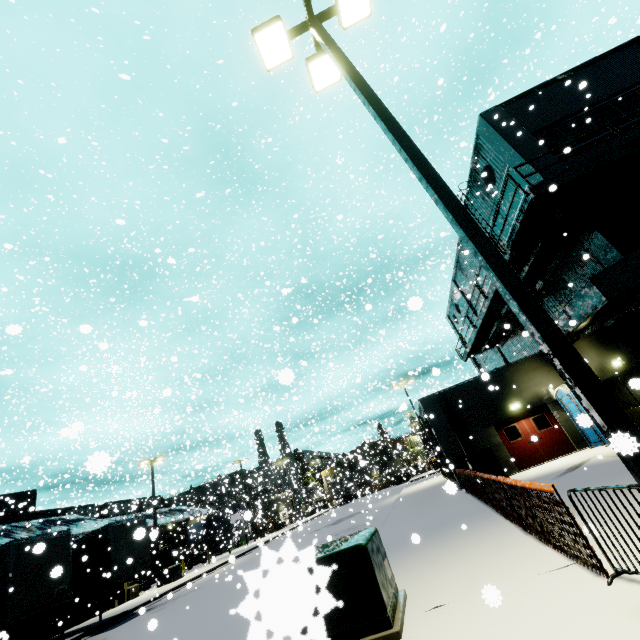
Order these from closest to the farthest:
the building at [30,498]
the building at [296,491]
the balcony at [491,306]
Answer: the balcony at [491,306] → the building at [30,498] → the building at [296,491]

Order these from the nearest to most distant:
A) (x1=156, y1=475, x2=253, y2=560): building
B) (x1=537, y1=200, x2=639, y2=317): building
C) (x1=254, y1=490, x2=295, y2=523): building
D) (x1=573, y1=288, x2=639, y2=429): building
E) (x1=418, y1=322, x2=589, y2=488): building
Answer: (x1=537, y1=200, x2=639, y2=317): building < (x1=573, y1=288, x2=639, y2=429): building < (x1=418, y1=322, x2=589, y2=488): building < (x1=254, y1=490, x2=295, y2=523): building < (x1=156, y1=475, x2=253, y2=560): building

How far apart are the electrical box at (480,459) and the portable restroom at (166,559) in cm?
3985

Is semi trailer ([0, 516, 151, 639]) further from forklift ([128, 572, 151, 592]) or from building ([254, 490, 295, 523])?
forklift ([128, 572, 151, 592])

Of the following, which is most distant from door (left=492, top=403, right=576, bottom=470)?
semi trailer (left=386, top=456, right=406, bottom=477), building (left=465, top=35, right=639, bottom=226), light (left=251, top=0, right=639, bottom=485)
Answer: light (left=251, top=0, right=639, bottom=485)

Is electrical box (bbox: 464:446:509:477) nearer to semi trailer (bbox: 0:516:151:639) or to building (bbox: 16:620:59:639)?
building (bbox: 16:620:59:639)

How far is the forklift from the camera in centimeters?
2838cm

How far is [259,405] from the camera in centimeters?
3753cm
